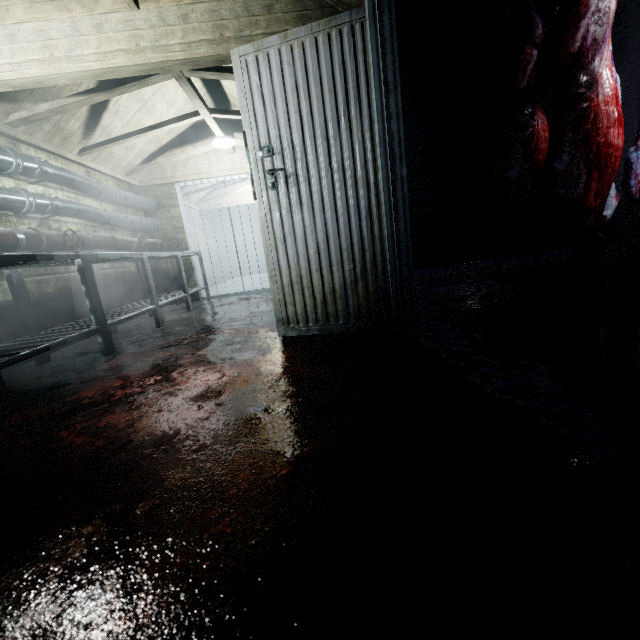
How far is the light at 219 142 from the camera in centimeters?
439cm

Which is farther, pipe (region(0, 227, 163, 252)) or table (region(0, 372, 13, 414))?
pipe (region(0, 227, 163, 252))

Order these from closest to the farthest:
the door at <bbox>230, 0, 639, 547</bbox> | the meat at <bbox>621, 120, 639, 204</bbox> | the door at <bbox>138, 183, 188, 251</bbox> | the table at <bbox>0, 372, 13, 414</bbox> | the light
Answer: the door at <bbox>230, 0, 639, 547</bbox> → the table at <bbox>0, 372, 13, 414</bbox> → the meat at <bbox>621, 120, 639, 204</bbox> → the light → the door at <bbox>138, 183, 188, 251</bbox>

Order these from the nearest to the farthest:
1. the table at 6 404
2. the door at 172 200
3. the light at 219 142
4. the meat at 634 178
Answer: the table at 6 404 → the meat at 634 178 → the light at 219 142 → the door at 172 200

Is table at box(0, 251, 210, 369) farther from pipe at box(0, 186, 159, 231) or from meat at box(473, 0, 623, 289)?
meat at box(473, 0, 623, 289)

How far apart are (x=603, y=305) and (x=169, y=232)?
5.8 meters

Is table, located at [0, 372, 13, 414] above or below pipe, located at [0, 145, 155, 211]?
below

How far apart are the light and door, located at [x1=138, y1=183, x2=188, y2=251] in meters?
1.1
